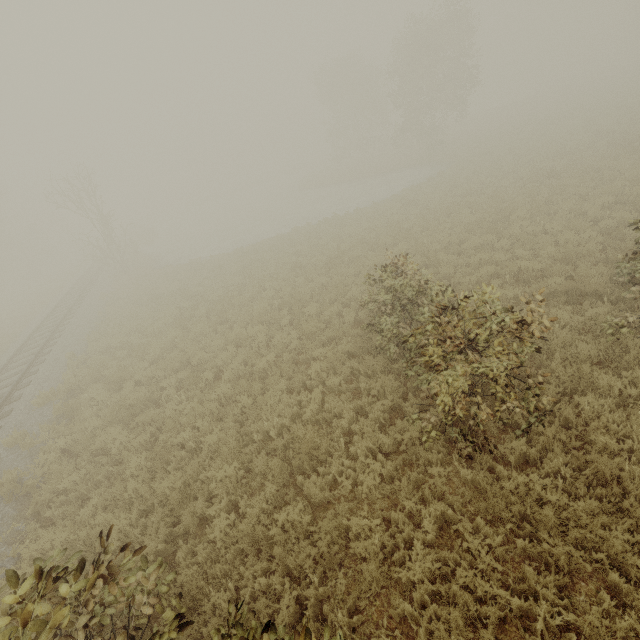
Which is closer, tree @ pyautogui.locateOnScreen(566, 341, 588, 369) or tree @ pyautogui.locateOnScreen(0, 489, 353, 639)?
tree @ pyautogui.locateOnScreen(0, 489, 353, 639)

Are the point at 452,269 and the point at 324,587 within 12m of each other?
yes

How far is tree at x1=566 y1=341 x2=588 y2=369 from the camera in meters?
6.3 m

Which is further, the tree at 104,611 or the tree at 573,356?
the tree at 573,356

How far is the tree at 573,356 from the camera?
6.27m
